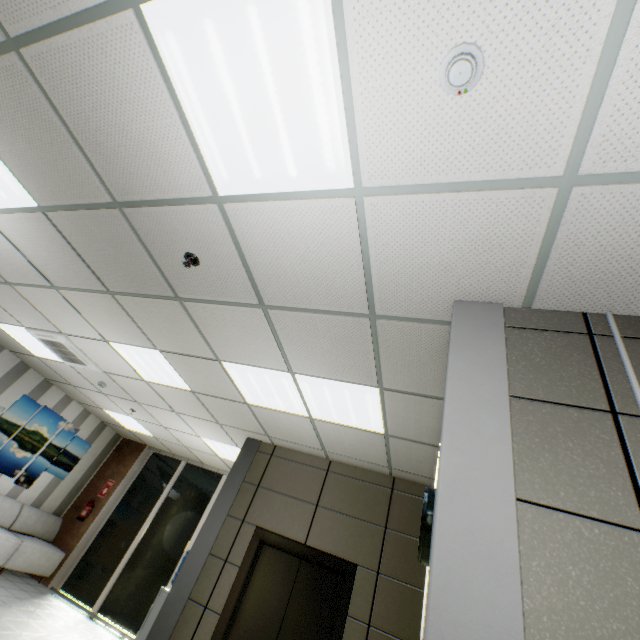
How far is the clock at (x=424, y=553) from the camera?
2.51m

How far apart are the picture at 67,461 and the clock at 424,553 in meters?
8.5 m

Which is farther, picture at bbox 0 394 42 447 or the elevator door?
picture at bbox 0 394 42 447

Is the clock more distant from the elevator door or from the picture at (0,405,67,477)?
the picture at (0,405,67,477)

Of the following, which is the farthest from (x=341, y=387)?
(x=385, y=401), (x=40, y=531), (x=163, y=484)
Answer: (x=40, y=531)

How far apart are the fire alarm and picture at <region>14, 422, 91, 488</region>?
9.3 meters

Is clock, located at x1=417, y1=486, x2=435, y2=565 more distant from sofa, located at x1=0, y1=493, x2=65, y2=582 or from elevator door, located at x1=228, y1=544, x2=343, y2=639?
sofa, located at x1=0, y1=493, x2=65, y2=582

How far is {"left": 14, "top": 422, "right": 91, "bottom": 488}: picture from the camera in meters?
7.4 m
